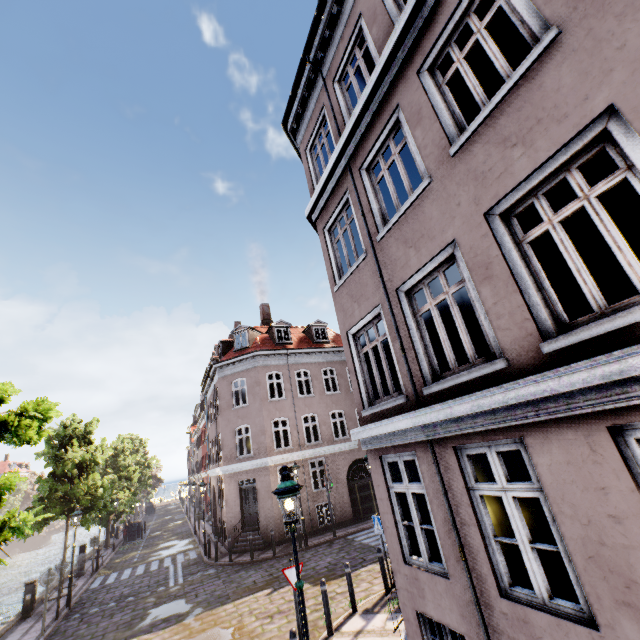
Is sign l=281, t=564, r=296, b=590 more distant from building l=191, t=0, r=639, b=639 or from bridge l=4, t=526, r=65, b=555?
bridge l=4, t=526, r=65, b=555

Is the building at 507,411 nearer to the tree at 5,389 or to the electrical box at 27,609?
the tree at 5,389

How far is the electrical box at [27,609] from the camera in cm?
1354

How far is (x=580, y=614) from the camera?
3.27m

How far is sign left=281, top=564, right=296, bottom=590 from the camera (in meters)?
7.21

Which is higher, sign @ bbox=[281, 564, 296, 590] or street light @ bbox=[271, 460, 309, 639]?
street light @ bbox=[271, 460, 309, 639]

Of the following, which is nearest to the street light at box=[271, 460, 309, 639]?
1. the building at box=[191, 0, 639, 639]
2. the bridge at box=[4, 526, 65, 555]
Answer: the building at box=[191, 0, 639, 639]

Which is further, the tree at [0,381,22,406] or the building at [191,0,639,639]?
the tree at [0,381,22,406]
